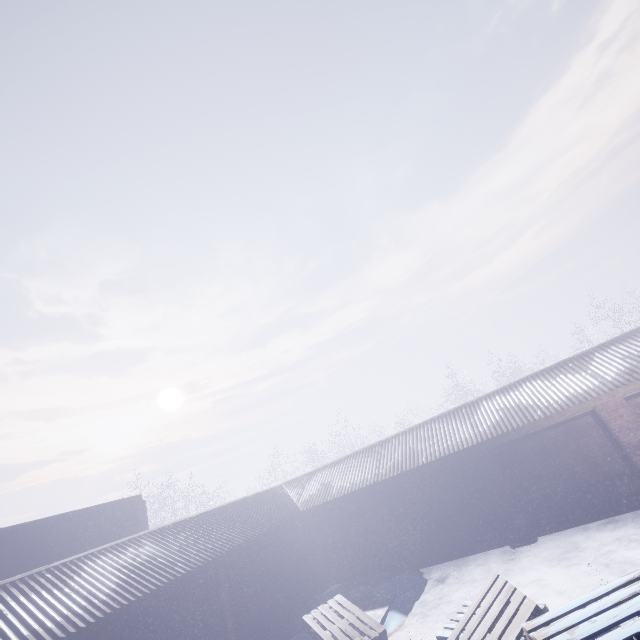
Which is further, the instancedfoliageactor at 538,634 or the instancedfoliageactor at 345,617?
the instancedfoliageactor at 345,617

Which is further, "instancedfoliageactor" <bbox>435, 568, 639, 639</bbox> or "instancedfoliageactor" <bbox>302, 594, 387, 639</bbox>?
"instancedfoliageactor" <bbox>302, 594, 387, 639</bbox>

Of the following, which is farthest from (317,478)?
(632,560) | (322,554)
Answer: (632,560)
